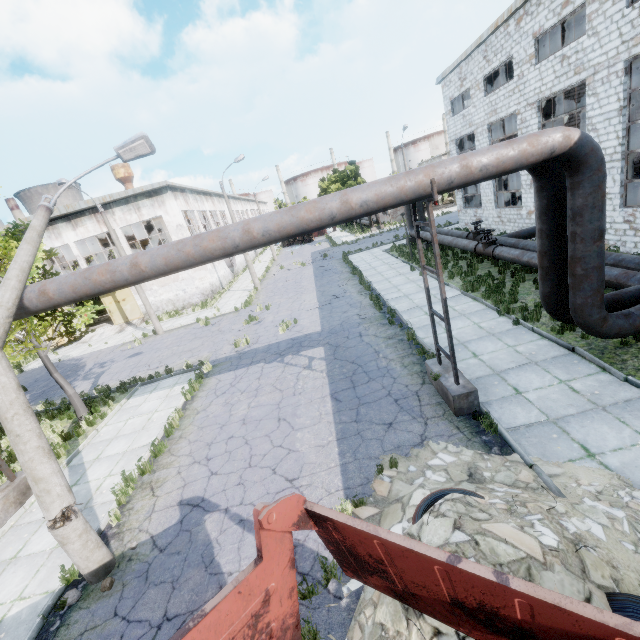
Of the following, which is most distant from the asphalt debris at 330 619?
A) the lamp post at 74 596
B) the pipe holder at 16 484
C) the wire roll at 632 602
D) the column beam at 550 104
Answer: the column beam at 550 104

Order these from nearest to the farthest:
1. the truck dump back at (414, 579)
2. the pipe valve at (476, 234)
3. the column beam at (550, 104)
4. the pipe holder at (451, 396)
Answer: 1. the truck dump back at (414, 579)
2. the pipe holder at (451, 396)
3. the pipe valve at (476, 234)
4. the column beam at (550, 104)

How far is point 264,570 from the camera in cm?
256

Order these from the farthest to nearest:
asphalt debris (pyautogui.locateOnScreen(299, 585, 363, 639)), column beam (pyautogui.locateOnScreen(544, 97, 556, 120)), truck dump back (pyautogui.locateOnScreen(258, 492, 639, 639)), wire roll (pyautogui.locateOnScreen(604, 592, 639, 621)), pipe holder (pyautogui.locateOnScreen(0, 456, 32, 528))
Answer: column beam (pyautogui.locateOnScreen(544, 97, 556, 120)), pipe holder (pyautogui.locateOnScreen(0, 456, 32, 528)), asphalt debris (pyautogui.locateOnScreen(299, 585, 363, 639)), wire roll (pyautogui.locateOnScreen(604, 592, 639, 621)), truck dump back (pyautogui.locateOnScreen(258, 492, 639, 639))

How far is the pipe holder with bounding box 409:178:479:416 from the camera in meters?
6.3 m

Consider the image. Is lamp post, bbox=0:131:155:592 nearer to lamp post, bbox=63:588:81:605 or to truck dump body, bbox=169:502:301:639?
lamp post, bbox=63:588:81:605

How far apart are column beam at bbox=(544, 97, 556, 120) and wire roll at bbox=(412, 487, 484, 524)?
18.34m

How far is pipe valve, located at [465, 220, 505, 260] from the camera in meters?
14.8 m
